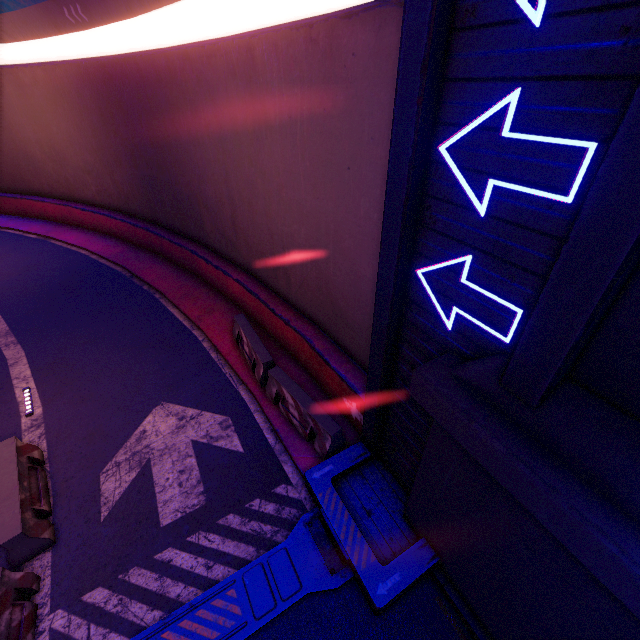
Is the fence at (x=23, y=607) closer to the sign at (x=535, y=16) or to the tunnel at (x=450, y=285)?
the tunnel at (x=450, y=285)

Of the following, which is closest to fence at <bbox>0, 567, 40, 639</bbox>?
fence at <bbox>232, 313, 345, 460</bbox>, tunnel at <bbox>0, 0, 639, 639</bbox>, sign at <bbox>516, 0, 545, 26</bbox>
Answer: tunnel at <bbox>0, 0, 639, 639</bbox>

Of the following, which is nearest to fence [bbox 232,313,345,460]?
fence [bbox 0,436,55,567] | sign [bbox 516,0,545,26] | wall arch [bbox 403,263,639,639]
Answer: wall arch [bbox 403,263,639,639]

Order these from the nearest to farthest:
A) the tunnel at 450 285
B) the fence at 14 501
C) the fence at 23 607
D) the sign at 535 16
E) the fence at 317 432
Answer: the sign at 535 16 < the tunnel at 450 285 < the fence at 23 607 < the fence at 14 501 < the fence at 317 432

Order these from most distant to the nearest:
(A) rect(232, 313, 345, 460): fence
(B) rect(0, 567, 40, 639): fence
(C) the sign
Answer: (A) rect(232, 313, 345, 460): fence, (B) rect(0, 567, 40, 639): fence, (C) the sign

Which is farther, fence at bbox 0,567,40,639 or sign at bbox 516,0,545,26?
fence at bbox 0,567,40,639

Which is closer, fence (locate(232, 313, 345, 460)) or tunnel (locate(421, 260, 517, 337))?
tunnel (locate(421, 260, 517, 337))

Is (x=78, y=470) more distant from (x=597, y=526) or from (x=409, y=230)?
(x=597, y=526)
